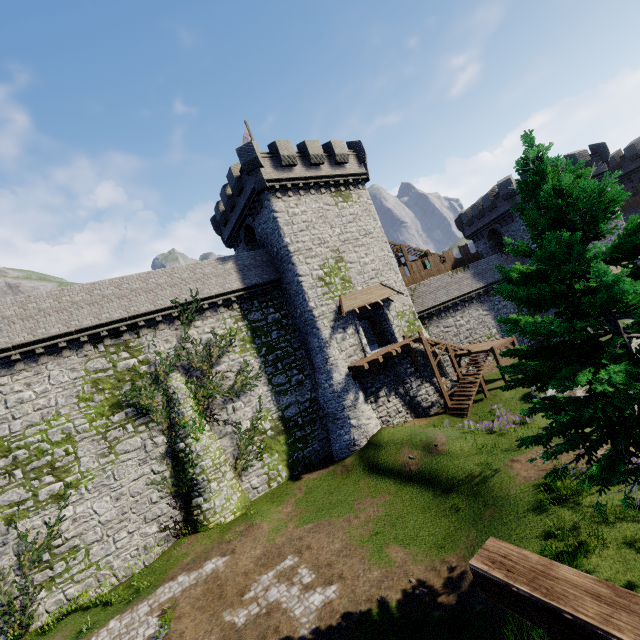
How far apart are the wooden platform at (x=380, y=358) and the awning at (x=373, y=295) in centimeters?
309cm

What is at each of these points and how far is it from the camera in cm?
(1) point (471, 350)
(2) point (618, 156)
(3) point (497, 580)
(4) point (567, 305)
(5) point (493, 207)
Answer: (1) stairs, 2672
(2) building, 3981
(3) wooden support, 168
(4) instancedfoliageactor, 906
(5) building, 3450

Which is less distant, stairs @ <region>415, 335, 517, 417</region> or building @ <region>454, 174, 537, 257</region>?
stairs @ <region>415, 335, 517, 417</region>

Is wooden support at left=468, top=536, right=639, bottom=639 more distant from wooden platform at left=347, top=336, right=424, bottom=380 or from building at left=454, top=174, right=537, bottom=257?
building at left=454, top=174, right=537, bottom=257

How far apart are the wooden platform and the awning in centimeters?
309cm

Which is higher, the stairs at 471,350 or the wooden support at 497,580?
the wooden support at 497,580

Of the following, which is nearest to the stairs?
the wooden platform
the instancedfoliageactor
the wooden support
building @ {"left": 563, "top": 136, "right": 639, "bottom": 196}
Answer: the wooden platform
